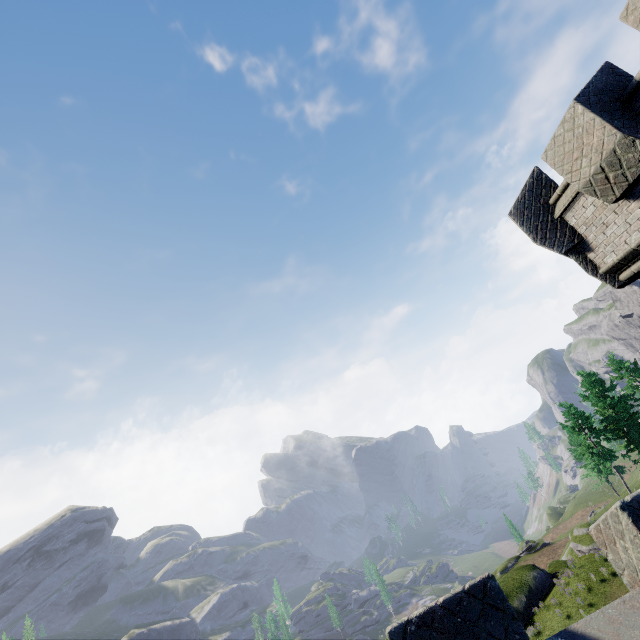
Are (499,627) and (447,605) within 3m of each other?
yes

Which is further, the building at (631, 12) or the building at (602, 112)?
the building at (602, 112)

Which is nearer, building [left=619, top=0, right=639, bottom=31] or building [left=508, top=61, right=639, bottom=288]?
building [left=619, top=0, right=639, bottom=31]
